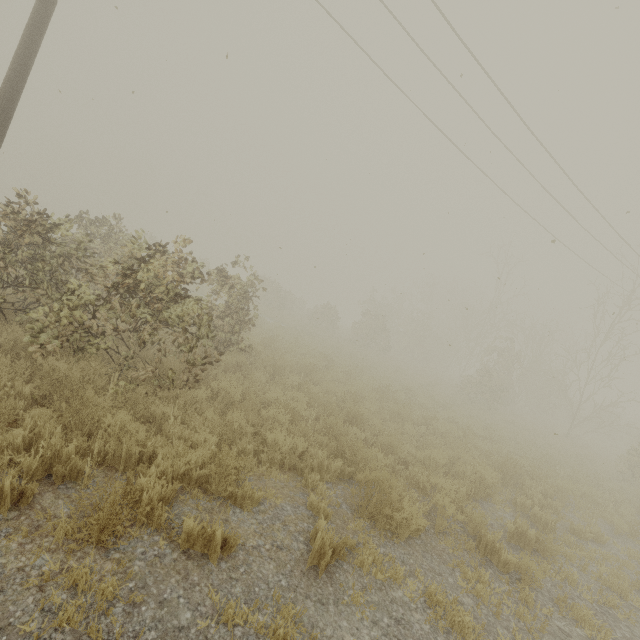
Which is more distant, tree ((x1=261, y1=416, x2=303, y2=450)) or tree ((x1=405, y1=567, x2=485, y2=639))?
tree ((x1=261, y1=416, x2=303, y2=450))

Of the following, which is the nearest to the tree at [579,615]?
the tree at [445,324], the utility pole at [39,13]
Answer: the tree at [445,324]

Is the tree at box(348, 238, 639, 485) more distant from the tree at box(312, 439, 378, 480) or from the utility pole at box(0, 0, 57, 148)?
the utility pole at box(0, 0, 57, 148)

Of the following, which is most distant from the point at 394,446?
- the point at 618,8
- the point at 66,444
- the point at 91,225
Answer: the point at 618,8

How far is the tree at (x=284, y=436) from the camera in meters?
5.5

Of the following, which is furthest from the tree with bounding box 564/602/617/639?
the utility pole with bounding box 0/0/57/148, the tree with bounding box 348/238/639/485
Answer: the utility pole with bounding box 0/0/57/148
